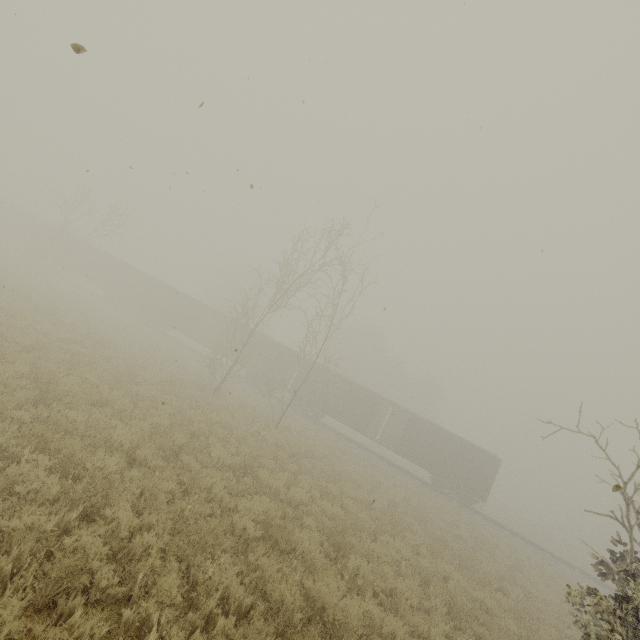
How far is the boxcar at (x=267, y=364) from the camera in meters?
30.6

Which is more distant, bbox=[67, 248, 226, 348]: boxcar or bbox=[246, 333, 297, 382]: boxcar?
bbox=[67, 248, 226, 348]: boxcar

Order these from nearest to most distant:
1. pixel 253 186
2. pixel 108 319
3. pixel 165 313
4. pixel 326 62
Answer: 1. pixel 253 186
2. pixel 326 62
3. pixel 108 319
4. pixel 165 313

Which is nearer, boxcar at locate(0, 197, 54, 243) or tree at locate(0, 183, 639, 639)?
tree at locate(0, 183, 639, 639)

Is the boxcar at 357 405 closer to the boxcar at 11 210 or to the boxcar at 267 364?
the boxcar at 267 364

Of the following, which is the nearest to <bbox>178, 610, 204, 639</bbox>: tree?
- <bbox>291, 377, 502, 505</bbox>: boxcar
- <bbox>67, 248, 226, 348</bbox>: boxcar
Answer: <bbox>291, 377, 502, 505</bbox>: boxcar

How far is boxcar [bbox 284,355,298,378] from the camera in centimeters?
3048cm
